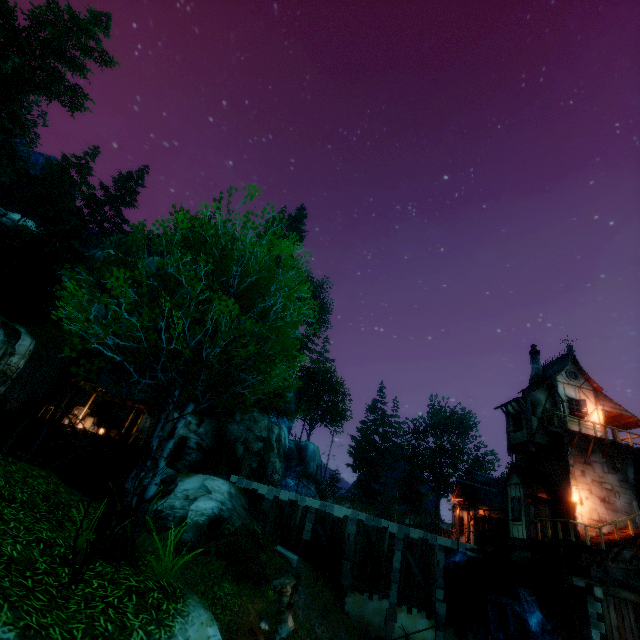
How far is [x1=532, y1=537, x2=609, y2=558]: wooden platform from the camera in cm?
1576

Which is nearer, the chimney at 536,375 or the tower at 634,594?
the tower at 634,594

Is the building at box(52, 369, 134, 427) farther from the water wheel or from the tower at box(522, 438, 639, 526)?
the tower at box(522, 438, 639, 526)

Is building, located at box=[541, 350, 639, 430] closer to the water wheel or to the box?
the box

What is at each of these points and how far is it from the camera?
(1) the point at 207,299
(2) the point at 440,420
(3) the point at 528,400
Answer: (1) tree, 6.58m
(2) tree, 55.03m
(3) building, 22.03m

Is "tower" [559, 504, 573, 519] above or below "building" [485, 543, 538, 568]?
above

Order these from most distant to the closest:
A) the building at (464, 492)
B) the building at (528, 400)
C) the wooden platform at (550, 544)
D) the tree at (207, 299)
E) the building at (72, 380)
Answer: the building at (72, 380) → the building at (528, 400) → the building at (464, 492) → the wooden platform at (550, 544) → the tree at (207, 299)

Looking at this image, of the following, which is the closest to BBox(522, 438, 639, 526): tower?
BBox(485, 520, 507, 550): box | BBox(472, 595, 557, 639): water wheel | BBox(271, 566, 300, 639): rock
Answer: BBox(472, 595, 557, 639): water wheel
